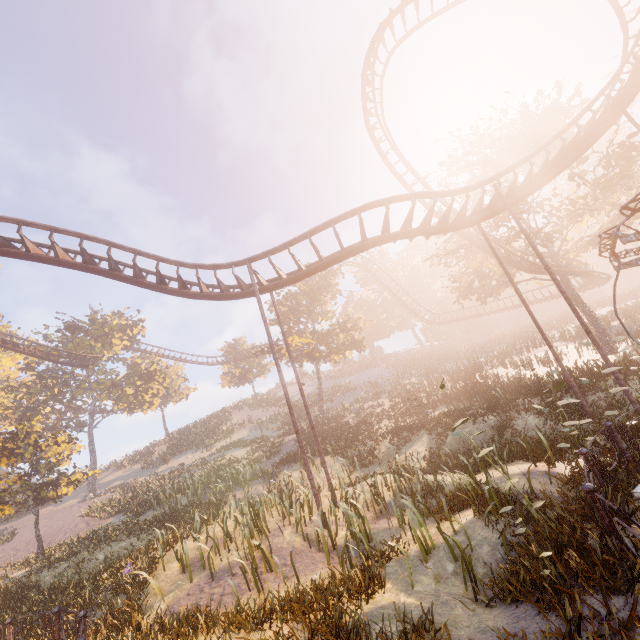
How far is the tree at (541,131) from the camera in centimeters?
2161cm

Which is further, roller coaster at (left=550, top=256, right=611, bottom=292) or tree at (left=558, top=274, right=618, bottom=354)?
roller coaster at (left=550, top=256, right=611, bottom=292)

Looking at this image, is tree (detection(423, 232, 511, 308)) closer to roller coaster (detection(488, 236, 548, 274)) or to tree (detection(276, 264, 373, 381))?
roller coaster (detection(488, 236, 548, 274))

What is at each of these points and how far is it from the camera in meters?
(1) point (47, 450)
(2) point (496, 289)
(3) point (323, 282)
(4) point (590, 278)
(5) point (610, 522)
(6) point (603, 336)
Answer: (1) instancedfoliageactor, 18.7
(2) tree, 27.5
(3) tree, 32.6
(4) roller coaster, 29.9
(5) merry-go-round, 4.3
(6) tree, 22.0

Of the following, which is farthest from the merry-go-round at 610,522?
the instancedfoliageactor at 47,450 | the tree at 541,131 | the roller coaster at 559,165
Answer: the tree at 541,131

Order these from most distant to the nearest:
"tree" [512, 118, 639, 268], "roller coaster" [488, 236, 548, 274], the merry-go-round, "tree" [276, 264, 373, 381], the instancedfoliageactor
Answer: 1. "tree" [276, 264, 373, 381]
2. "roller coaster" [488, 236, 548, 274]
3. "tree" [512, 118, 639, 268]
4. the instancedfoliageactor
5. the merry-go-round

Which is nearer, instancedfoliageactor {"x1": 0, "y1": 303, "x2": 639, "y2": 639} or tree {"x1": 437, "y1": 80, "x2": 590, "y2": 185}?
instancedfoliageactor {"x1": 0, "y1": 303, "x2": 639, "y2": 639}
